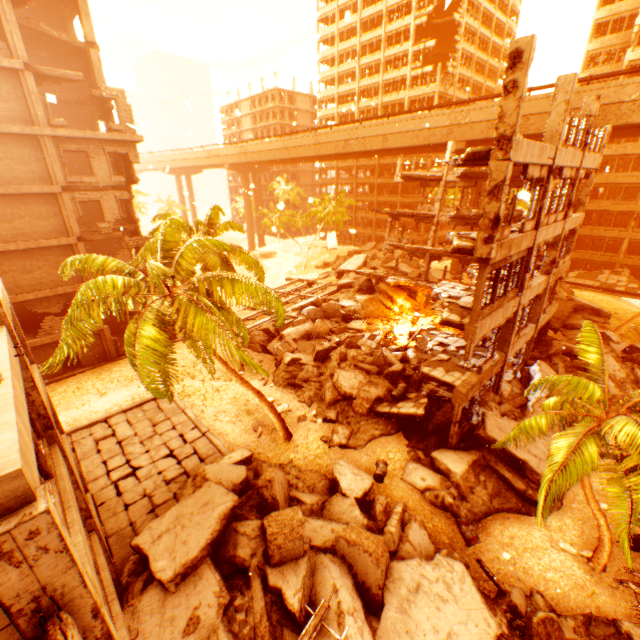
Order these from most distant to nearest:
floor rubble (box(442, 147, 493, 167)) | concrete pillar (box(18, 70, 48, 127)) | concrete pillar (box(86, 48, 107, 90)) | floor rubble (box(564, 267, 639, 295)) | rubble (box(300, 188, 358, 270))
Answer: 1. rubble (box(300, 188, 358, 270))
2. floor rubble (box(564, 267, 639, 295))
3. concrete pillar (box(86, 48, 107, 90))
4. concrete pillar (box(18, 70, 48, 127))
5. floor rubble (box(442, 147, 493, 167))

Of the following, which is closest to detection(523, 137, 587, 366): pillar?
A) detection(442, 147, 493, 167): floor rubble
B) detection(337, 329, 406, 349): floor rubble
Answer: detection(442, 147, 493, 167): floor rubble

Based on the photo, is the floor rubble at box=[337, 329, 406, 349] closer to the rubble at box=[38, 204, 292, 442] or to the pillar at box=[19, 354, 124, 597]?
the rubble at box=[38, 204, 292, 442]

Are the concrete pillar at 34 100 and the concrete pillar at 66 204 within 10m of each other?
yes

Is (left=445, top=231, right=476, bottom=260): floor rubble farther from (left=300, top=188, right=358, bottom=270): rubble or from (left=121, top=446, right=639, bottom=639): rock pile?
(left=121, top=446, right=639, bottom=639): rock pile

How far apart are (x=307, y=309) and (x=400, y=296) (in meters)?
8.86

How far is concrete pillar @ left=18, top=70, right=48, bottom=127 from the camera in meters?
17.7 m

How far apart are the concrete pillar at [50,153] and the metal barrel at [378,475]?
24.27m
